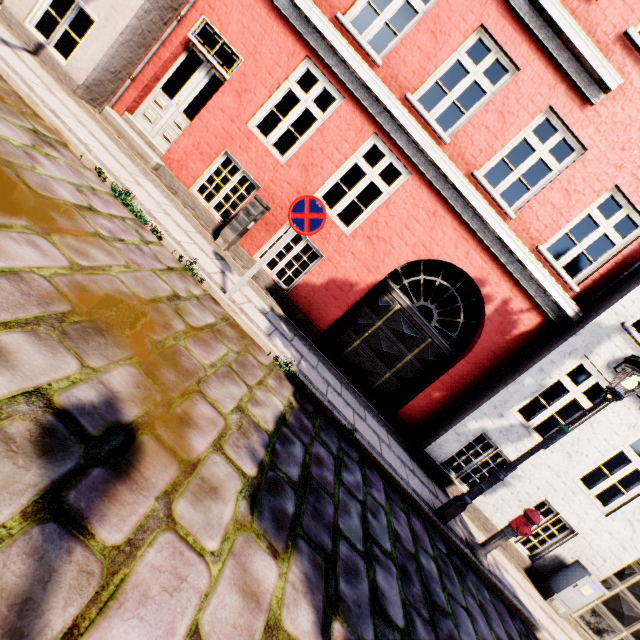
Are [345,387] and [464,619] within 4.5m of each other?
yes

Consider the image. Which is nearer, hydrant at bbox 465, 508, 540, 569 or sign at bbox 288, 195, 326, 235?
sign at bbox 288, 195, 326, 235

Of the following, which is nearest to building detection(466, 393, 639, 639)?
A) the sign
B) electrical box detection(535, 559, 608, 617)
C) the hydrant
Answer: electrical box detection(535, 559, 608, 617)

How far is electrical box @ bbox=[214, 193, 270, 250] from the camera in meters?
6.2 m

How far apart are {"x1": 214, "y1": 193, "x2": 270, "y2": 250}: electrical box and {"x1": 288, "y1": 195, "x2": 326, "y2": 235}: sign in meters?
2.0

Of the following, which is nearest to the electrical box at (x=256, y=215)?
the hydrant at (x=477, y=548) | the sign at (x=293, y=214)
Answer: the sign at (x=293, y=214)

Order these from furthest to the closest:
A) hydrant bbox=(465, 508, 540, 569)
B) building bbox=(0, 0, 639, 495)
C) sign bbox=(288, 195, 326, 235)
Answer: building bbox=(0, 0, 639, 495) < hydrant bbox=(465, 508, 540, 569) < sign bbox=(288, 195, 326, 235)

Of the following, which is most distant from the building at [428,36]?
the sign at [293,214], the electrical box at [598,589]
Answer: the sign at [293,214]
